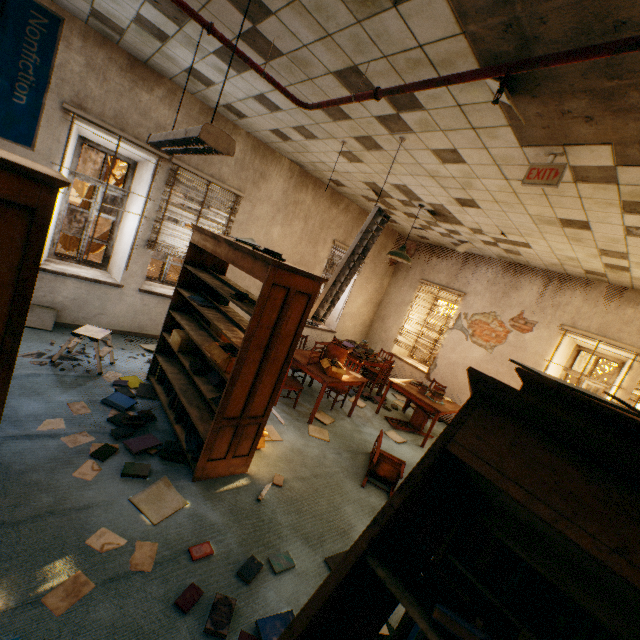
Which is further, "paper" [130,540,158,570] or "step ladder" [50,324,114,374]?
"step ladder" [50,324,114,374]

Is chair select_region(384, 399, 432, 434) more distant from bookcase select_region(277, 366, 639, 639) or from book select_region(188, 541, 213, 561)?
bookcase select_region(277, 366, 639, 639)

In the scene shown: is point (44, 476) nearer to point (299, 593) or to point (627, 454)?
point (299, 593)

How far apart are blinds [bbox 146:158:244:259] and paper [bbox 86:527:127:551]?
4.15m

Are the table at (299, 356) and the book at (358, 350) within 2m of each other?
yes

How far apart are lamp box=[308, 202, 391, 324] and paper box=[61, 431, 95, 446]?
2.4m

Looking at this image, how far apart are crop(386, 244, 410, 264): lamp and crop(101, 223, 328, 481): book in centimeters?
264cm

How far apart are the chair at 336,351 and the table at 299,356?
0.0 meters
